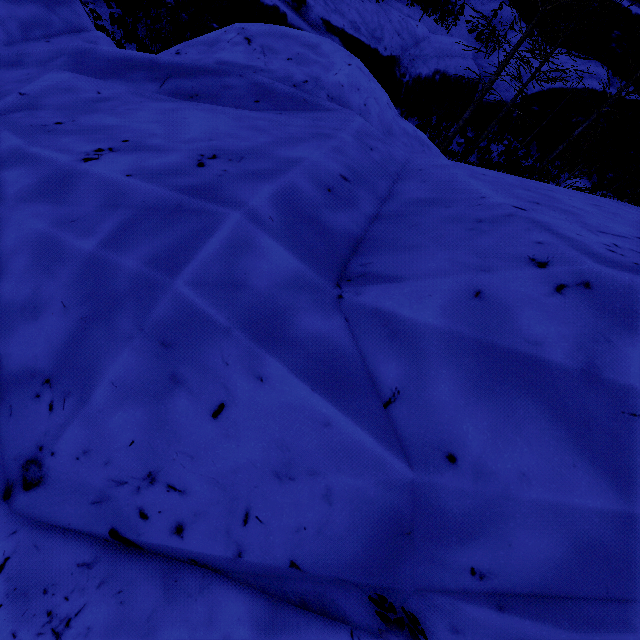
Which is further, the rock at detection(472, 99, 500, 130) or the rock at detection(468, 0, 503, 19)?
the rock at detection(468, 0, 503, 19)

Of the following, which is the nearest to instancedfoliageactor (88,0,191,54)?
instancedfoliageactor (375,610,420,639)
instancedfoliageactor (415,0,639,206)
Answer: instancedfoliageactor (415,0,639,206)

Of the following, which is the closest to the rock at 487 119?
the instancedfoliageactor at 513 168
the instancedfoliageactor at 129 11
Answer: the instancedfoliageactor at 513 168

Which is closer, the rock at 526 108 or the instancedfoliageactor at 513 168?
the instancedfoliageactor at 513 168

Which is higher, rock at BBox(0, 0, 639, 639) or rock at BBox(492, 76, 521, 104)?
rock at BBox(0, 0, 639, 639)

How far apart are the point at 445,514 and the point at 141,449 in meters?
1.1

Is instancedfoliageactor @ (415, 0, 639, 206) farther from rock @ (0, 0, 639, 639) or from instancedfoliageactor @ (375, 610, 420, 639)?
instancedfoliageactor @ (375, 610, 420, 639)

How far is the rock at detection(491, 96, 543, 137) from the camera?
17.2m
